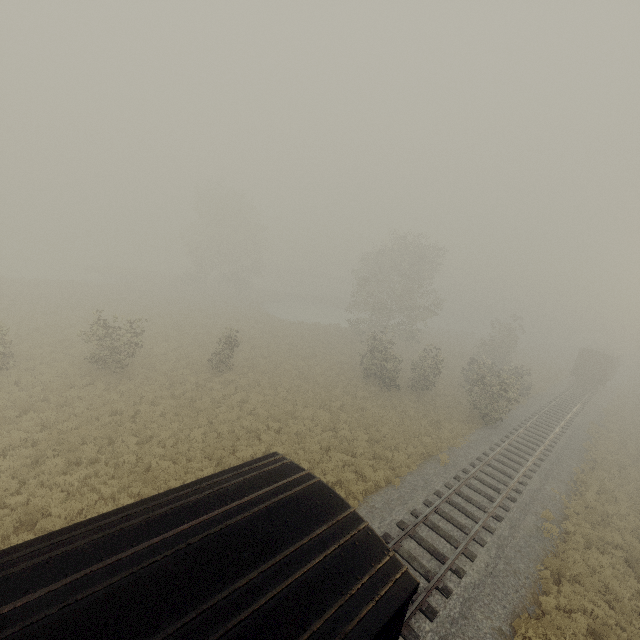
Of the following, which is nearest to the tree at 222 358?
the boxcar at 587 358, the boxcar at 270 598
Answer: the boxcar at 270 598

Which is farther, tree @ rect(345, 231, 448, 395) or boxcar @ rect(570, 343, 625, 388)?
boxcar @ rect(570, 343, 625, 388)

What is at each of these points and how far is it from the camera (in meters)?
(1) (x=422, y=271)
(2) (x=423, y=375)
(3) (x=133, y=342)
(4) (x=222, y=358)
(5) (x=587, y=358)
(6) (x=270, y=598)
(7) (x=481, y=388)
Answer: (1) tree, 39.69
(2) tree, 27.30
(3) tree, 20.00
(4) tree, 22.86
(5) boxcar, 39.62
(6) boxcar, 3.80
(7) tree, 24.36

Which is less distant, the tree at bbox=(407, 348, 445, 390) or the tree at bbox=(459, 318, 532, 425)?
the tree at bbox=(459, 318, 532, 425)

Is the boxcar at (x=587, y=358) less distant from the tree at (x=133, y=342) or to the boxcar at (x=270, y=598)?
the tree at (x=133, y=342)

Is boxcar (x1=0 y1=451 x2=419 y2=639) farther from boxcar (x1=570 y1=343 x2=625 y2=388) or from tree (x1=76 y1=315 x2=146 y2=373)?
boxcar (x1=570 y1=343 x2=625 y2=388)
